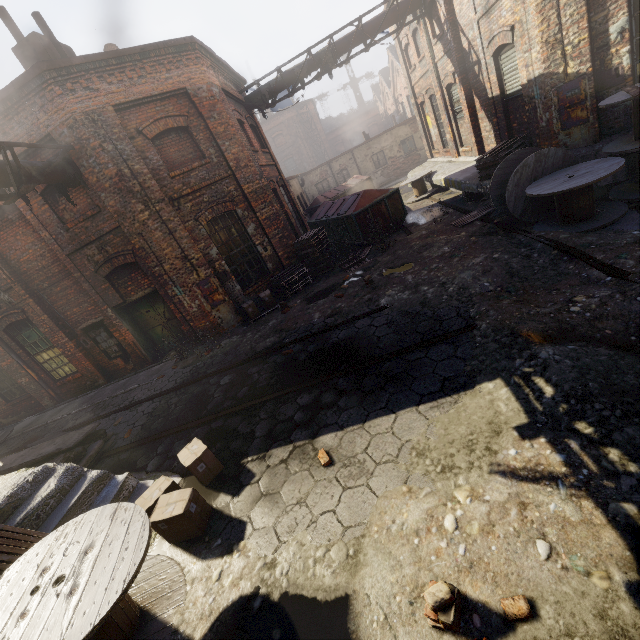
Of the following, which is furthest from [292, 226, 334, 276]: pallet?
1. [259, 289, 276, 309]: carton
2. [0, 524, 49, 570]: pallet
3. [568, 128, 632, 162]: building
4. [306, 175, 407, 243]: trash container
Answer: [0, 524, 49, 570]: pallet

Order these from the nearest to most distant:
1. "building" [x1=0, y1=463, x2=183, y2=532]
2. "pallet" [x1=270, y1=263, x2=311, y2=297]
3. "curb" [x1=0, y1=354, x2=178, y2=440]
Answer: "building" [x1=0, y1=463, x2=183, y2=532] < "curb" [x1=0, y1=354, x2=178, y2=440] < "pallet" [x1=270, y1=263, x2=311, y2=297]

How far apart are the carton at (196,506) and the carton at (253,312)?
5.7m

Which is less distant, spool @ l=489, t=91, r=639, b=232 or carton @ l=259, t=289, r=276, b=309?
spool @ l=489, t=91, r=639, b=232

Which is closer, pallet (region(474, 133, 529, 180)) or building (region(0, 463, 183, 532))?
building (region(0, 463, 183, 532))

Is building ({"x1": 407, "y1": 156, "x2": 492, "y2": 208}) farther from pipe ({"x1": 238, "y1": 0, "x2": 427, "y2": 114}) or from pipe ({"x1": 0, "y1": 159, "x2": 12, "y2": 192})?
pipe ({"x1": 0, "y1": 159, "x2": 12, "y2": 192})

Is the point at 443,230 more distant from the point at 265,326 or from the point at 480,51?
the point at 265,326

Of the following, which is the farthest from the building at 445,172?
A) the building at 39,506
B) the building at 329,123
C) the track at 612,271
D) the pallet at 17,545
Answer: the building at 329,123
